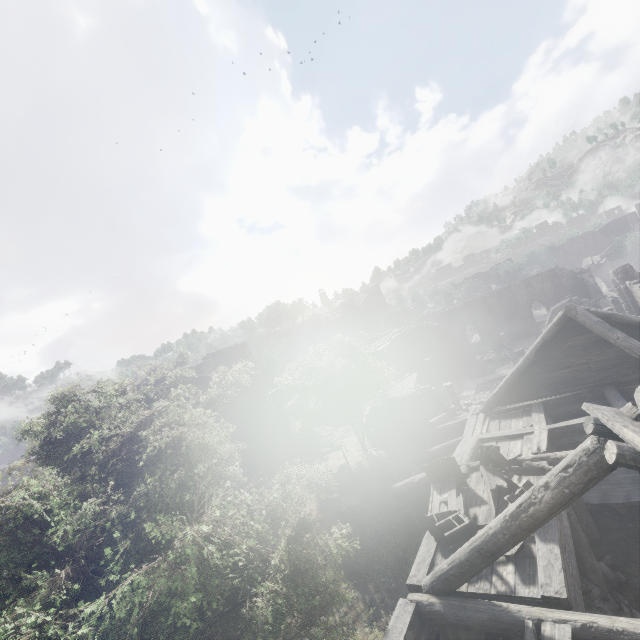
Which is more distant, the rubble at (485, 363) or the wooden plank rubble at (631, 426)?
the rubble at (485, 363)

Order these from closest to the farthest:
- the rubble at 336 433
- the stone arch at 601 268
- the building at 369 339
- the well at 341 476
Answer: the well at 341 476
the rubble at 336 433
the building at 369 339
the stone arch at 601 268

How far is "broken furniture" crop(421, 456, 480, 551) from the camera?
7.0 meters

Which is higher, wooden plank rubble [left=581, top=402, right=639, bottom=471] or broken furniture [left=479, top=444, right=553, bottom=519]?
wooden plank rubble [left=581, top=402, right=639, bottom=471]

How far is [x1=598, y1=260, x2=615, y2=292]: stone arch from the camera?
59.2m

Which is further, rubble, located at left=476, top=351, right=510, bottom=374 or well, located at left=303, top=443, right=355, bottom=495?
rubble, located at left=476, top=351, right=510, bottom=374

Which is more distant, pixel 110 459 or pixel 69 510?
pixel 110 459

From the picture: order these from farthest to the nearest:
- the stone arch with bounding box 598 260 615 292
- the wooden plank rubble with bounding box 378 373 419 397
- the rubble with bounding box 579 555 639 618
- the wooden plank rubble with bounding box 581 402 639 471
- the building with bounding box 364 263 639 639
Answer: the stone arch with bounding box 598 260 615 292 → the wooden plank rubble with bounding box 378 373 419 397 → the rubble with bounding box 579 555 639 618 → the building with bounding box 364 263 639 639 → the wooden plank rubble with bounding box 581 402 639 471
